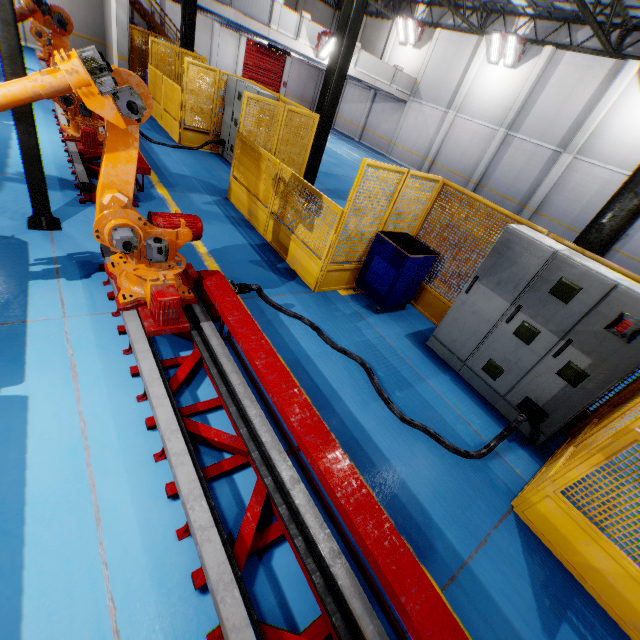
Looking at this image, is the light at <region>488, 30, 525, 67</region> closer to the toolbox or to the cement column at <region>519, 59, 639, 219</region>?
the cement column at <region>519, 59, 639, 219</region>

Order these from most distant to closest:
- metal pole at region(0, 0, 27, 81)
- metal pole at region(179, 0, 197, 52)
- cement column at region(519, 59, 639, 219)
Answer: cement column at region(519, 59, 639, 219) → metal pole at region(179, 0, 197, 52) → metal pole at region(0, 0, 27, 81)

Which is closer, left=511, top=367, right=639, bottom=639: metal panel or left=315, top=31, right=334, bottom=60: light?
left=511, top=367, right=639, bottom=639: metal panel

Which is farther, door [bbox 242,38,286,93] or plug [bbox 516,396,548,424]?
door [bbox 242,38,286,93]

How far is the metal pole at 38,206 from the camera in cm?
387

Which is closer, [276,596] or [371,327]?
[276,596]

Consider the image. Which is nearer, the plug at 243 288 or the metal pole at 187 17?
the plug at 243 288

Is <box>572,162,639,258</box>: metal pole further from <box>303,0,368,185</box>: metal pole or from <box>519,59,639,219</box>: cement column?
<box>519,59,639,219</box>: cement column
